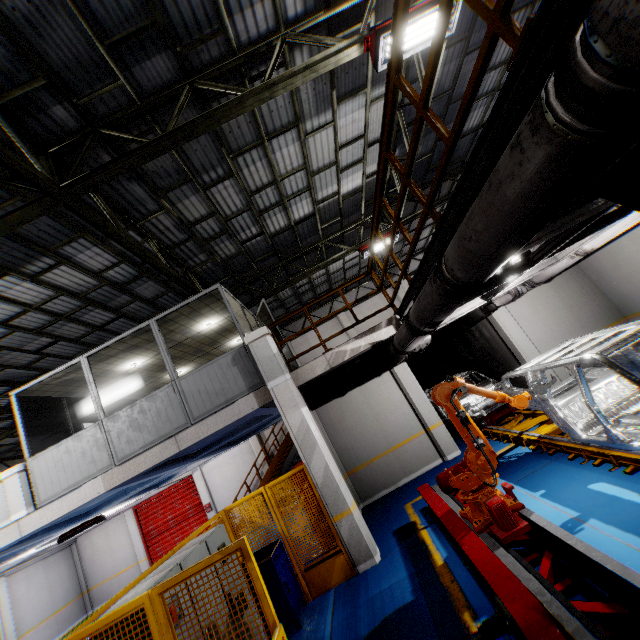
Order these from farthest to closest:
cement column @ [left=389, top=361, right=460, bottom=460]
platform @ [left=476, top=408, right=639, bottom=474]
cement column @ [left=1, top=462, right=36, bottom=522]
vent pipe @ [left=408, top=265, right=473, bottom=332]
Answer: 1. cement column @ [left=389, top=361, right=460, bottom=460]
2. cement column @ [left=1, top=462, right=36, bottom=522]
3. platform @ [left=476, top=408, right=639, bottom=474]
4. vent pipe @ [left=408, top=265, right=473, bottom=332]

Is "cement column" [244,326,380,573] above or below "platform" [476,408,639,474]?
above

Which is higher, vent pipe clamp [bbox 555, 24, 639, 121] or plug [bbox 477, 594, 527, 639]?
vent pipe clamp [bbox 555, 24, 639, 121]

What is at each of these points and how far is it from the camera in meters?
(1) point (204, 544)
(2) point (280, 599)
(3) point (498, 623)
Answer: (1) cabinet, 4.5
(2) toolbox, 5.6
(3) plug, 2.9

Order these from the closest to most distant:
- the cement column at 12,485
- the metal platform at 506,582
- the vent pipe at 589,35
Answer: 1. the vent pipe at 589,35
2. the metal platform at 506,582
3. the cement column at 12,485

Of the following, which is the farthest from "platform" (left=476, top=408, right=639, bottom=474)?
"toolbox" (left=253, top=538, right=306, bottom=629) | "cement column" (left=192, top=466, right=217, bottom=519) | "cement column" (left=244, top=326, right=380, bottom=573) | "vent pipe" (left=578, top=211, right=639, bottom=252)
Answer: "cement column" (left=192, top=466, right=217, bottom=519)

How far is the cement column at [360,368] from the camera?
10.3m

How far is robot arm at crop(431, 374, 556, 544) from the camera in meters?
4.4
